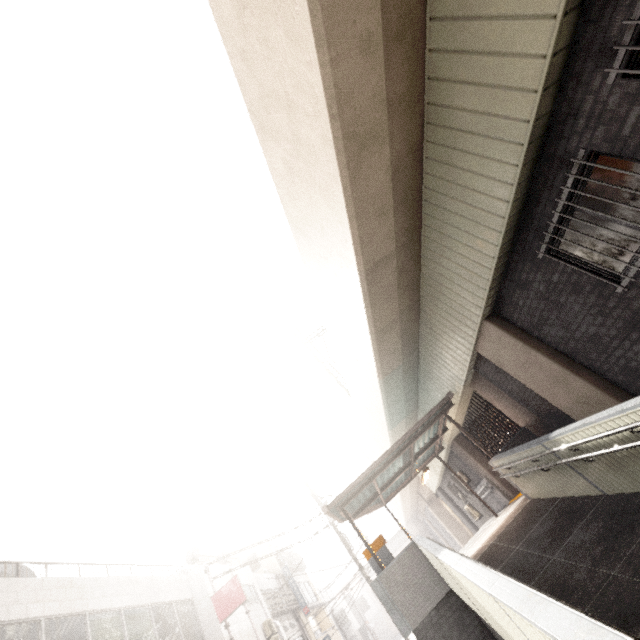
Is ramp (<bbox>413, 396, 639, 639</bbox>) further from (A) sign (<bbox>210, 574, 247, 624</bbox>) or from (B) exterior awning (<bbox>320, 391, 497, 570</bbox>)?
(A) sign (<bbox>210, 574, 247, 624</bbox>)

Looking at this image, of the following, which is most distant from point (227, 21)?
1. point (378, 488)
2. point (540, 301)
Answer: point (378, 488)

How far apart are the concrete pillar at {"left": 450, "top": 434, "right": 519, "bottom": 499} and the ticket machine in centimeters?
632cm

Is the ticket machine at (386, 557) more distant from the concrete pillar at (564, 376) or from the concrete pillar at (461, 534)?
the concrete pillar at (461, 534)

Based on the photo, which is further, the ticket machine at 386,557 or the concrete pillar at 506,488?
the concrete pillar at 506,488

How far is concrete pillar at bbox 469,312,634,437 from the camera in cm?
620

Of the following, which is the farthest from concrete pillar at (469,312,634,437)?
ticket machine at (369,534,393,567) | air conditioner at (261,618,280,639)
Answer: air conditioner at (261,618,280,639)

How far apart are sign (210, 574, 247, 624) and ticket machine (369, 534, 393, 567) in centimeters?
794cm
